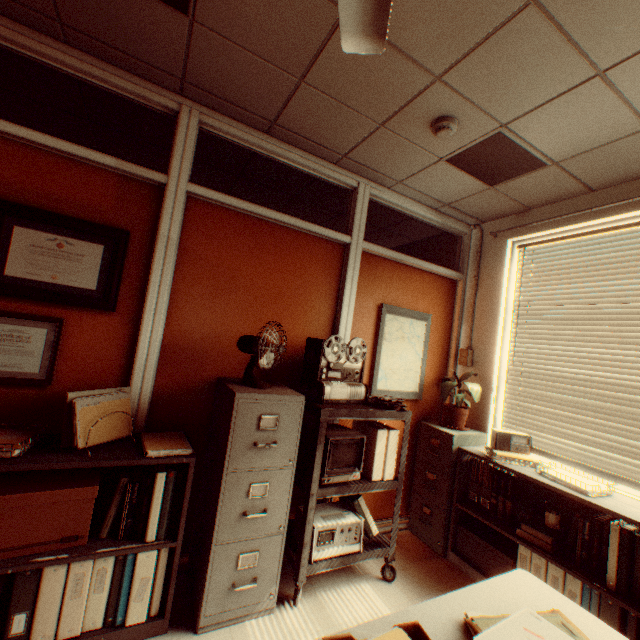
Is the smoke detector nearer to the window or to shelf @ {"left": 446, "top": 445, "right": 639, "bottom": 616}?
the window

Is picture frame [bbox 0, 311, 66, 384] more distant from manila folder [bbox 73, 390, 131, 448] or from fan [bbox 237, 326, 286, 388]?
fan [bbox 237, 326, 286, 388]

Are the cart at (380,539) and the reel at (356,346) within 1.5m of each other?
yes

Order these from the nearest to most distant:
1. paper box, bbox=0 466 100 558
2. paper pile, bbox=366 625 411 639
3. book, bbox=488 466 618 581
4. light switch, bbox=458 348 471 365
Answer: paper pile, bbox=366 625 411 639 < paper box, bbox=0 466 100 558 < book, bbox=488 466 618 581 < light switch, bbox=458 348 471 365

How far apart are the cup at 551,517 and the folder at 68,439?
3.3m

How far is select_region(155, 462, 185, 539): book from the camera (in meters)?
1.95

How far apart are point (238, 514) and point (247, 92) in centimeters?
287cm

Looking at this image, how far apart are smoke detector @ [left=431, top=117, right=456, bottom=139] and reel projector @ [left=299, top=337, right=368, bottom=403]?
1.7m
